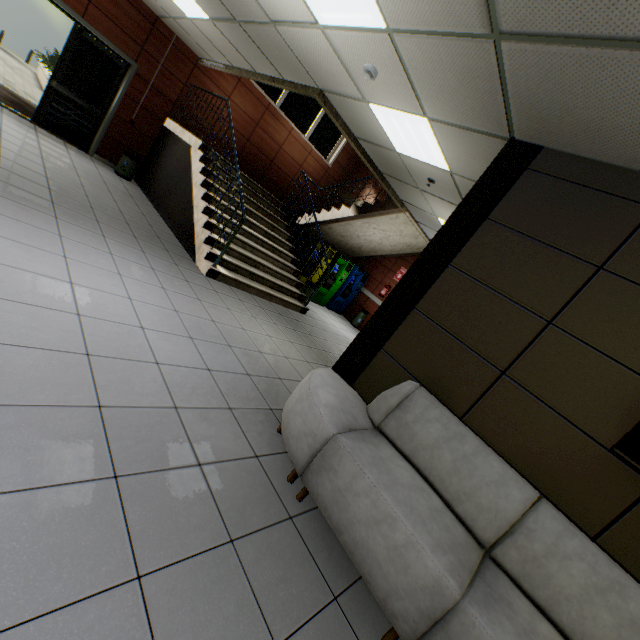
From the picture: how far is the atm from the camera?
A: 9.0 meters

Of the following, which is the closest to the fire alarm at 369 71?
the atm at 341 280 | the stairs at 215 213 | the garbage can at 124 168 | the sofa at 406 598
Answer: the stairs at 215 213

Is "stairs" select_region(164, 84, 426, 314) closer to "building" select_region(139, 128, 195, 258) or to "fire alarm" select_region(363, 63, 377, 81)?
"building" select_region(139, 128, 195, 258)

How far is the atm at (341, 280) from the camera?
9.0m

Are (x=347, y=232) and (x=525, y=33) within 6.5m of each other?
no

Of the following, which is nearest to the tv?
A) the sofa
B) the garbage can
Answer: the sofa

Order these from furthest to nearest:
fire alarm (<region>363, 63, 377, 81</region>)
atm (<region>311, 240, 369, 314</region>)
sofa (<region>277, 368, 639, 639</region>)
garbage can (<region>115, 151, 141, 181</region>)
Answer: atm (<region>311, 240, 369, 314</region>) → garbage can (<region>115, 151, 141, 181</region>) → fire alarm (<region>363, 63, 377, 81</region>) → sofa (<region>277, 368, 639, 639</region>)

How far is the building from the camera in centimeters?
627cm
